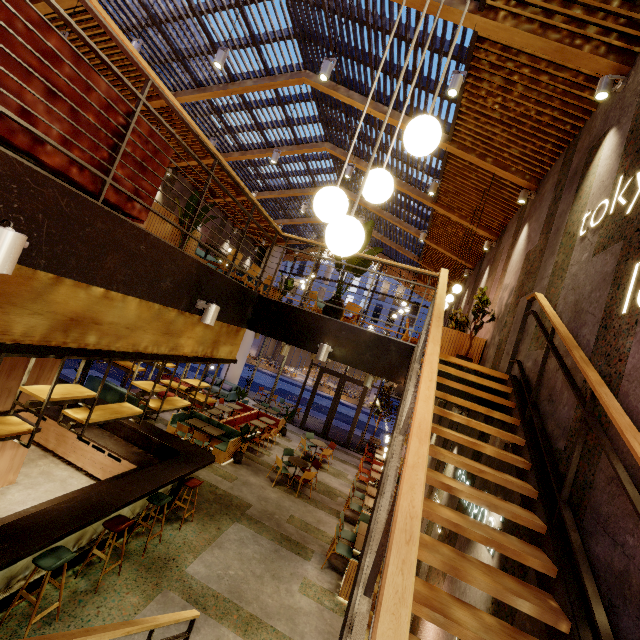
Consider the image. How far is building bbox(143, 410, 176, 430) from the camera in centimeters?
1176cm

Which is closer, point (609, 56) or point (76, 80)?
point (76, 80)

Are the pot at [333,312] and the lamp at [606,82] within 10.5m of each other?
yes

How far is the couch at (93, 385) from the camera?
11.70m

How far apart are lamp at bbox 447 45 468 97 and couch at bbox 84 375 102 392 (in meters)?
12.23

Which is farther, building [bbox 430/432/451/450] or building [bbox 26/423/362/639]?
building [bbox 430/432/451/450]

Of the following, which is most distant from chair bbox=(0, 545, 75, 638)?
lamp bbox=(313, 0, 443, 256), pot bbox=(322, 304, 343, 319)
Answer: lamp bbox=(313, 0, 443, 256)
